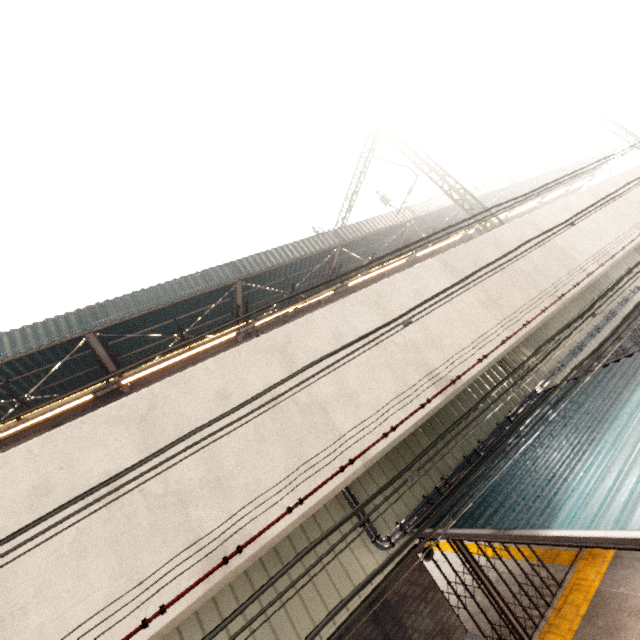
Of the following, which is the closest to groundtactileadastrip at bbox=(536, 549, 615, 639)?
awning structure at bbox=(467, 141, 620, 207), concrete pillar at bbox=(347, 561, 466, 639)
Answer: concrete pillar at bbox=(347, 561, 466, 639)

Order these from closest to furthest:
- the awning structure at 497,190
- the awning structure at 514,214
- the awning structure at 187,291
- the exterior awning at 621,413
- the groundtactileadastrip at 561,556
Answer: the exterior awning at 621,413 → the groundtactileadastrip at 561,556 → the awning structure at 187,291 → the awning structure at 497,190 → the awning structure at 514,214

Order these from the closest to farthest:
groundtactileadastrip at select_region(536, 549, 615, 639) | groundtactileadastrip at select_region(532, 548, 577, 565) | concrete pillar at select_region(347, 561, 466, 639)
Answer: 1. concrete pillar at select_region(347, 561, 466, 639)
2. groundtactileadastrip at select_region(536, 549, 615, 639)
3. groundtactileadastrip at select_region(532, 548, 577, 565)

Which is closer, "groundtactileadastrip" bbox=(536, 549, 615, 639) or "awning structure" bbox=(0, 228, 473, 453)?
"groundtactileadastrip" bbox=(536, 549, 615, 639)

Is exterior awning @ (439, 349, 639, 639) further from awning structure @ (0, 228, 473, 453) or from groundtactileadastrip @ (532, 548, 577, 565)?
awning structure @ (0, 228, 473, 453)

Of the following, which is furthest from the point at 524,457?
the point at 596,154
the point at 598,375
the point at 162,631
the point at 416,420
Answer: the point at 596,154

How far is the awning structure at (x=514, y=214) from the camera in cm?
2298

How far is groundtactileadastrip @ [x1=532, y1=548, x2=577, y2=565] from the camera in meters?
8.0 m
